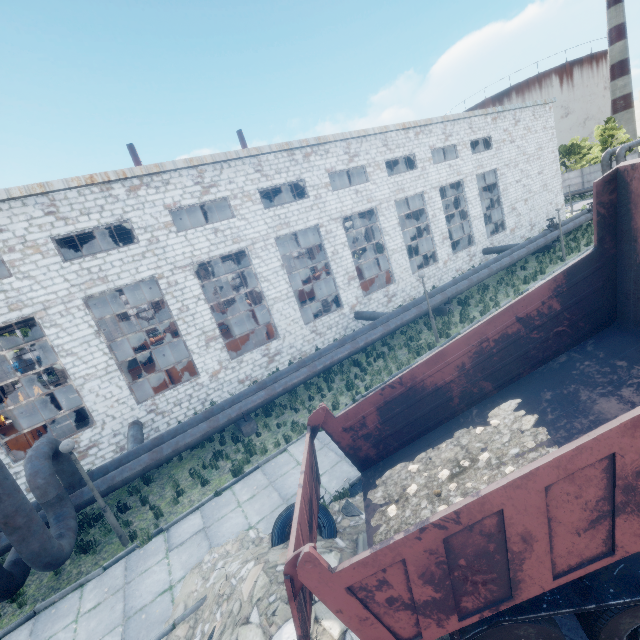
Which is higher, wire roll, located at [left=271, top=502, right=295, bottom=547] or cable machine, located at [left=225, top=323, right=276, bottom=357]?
cable machine, located at [left=225, top=323, right=276, bottom=357]

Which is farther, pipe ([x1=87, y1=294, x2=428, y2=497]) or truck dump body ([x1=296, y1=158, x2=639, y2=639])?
pipe ([x1=87, y1=294, x2=428, y2=497])

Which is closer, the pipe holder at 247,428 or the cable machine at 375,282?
the pipe holder at 247,428

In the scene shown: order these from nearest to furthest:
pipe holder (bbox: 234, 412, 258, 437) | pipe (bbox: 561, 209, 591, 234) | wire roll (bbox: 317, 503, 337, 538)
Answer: wire roll (bbox: 317, 503, 337, 538), pipe holder (bbox: 234, 412, 258, 437), pipe (bbox: 561, 209, 591, 234)

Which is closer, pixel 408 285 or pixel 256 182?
pixel 256 182

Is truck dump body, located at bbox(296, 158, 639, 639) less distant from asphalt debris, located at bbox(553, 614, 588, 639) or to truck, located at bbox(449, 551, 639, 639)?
truck, located at bbox(449, 551, 639, 639)

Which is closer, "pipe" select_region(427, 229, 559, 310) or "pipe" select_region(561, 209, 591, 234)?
"pipe" select_region(427, 229, 559, 310)

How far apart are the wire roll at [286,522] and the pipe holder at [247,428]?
5.2m
